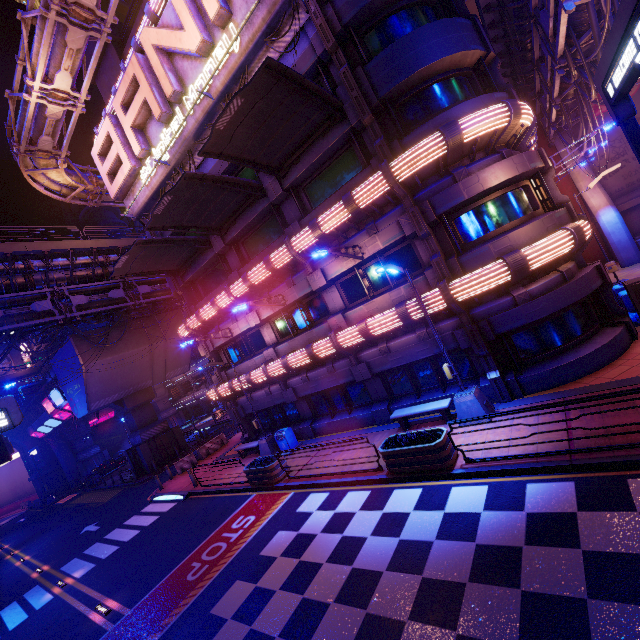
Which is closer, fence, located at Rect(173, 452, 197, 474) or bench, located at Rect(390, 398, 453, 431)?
bench, located at Rect(390, 398, 453, 431)

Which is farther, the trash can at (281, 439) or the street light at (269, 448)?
the street light at (269, 448)

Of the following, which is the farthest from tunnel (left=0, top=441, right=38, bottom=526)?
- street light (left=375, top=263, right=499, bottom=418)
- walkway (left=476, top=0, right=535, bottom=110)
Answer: walkway (left=476, top=0, right=535, bottom=110)

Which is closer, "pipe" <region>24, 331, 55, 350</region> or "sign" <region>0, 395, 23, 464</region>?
"sign" <region>0, 395, 23, 464</region>

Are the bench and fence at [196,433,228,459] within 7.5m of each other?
no

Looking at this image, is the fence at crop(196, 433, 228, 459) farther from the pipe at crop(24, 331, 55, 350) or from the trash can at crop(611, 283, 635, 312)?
the trash can at crop(611, 283, 635, 312)

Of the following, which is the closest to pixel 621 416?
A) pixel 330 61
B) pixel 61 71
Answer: pixel 330 61

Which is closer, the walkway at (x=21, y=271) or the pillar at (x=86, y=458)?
the walkway at (x=21, y=271)
